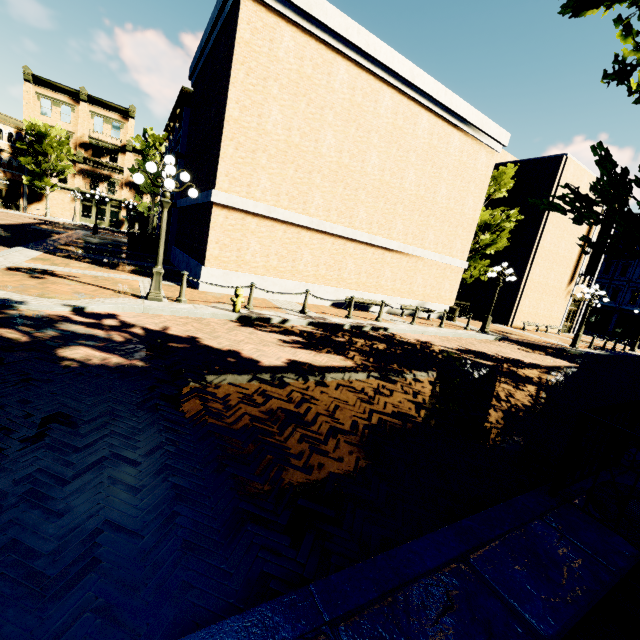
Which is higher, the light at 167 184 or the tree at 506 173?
the tree at 506 173

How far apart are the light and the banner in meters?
29.9 m

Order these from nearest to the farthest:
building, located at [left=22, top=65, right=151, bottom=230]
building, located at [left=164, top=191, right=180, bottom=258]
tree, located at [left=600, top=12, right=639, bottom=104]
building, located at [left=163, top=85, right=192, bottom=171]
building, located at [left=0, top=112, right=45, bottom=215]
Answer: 1. tree, located at [left=600, top=12, right=639, bottom=104]
2. building, located at [left=163, top=85, right=192, bottom=171]
3. building, located at [left=164, top=191, right=180, bottom=258]
4. building, located at [left=0, top=112, right=45, bottom=215]
5. building, located at [left=22, top=65, right=151, bottom=230]

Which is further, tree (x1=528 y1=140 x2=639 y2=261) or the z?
the z

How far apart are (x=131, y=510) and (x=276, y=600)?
1.3m

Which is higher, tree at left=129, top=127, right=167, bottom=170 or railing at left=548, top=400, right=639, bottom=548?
tree at left=129, top=127, right=167, bottom=170

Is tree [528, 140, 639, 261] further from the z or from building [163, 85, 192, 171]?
building [163, 85, 192, 171]

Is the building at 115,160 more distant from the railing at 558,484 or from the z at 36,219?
the railing at 558,484
